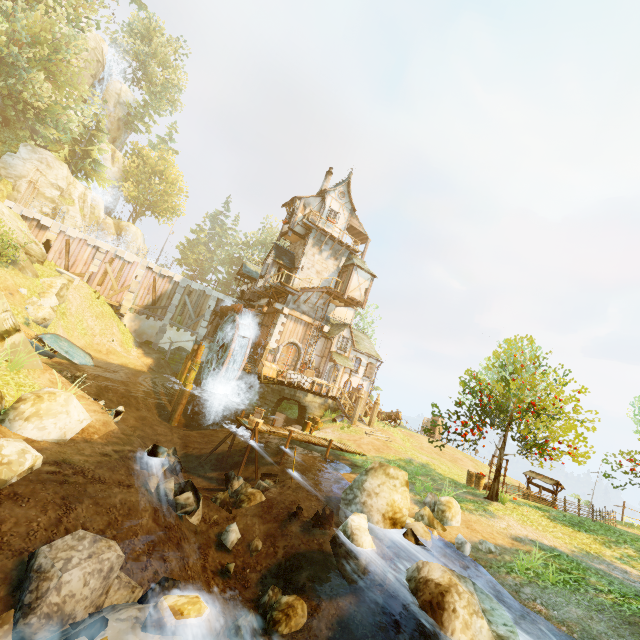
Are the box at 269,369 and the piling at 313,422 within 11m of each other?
yes

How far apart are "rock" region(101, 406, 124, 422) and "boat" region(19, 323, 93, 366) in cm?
860

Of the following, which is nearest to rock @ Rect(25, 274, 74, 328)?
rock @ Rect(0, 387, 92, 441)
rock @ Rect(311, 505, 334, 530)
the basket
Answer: rock @ Rect(0, 387, 92, 441)

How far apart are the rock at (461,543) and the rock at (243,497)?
6.1m

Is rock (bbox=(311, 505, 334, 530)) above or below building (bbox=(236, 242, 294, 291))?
below

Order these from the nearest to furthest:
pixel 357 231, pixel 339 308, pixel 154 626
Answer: pixel 154 626, pixel 357 231, pixel 339 308

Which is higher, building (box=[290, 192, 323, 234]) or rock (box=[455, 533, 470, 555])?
building (box=[290, 192, 323, 234])

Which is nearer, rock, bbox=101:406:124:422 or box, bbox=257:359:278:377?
rock, bbox=101:406:124:422
